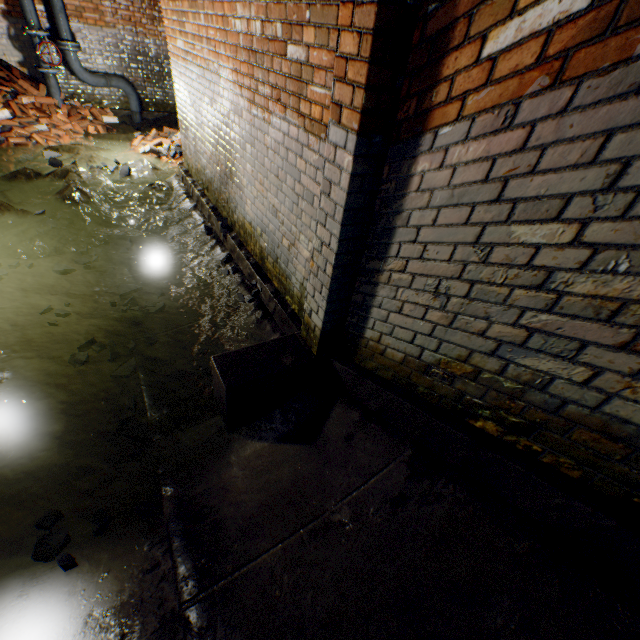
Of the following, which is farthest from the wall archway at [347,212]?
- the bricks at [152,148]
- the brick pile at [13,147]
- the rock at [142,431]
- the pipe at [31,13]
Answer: the pipe at [31,13]

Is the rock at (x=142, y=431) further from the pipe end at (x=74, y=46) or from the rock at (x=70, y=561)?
the pipe end at (x=74, y=46)

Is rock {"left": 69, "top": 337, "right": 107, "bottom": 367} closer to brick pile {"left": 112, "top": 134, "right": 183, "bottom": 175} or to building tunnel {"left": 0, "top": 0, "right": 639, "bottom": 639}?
building tunnel {"left": 0, "top": 0, "right": 639, "bottom": 639}

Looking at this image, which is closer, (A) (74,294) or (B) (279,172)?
(B) (279,172)

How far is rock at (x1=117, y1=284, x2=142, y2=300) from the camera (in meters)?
3.86

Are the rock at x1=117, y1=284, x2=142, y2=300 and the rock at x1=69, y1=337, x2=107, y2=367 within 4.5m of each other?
yes

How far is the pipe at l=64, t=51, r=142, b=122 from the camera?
7.1 meters

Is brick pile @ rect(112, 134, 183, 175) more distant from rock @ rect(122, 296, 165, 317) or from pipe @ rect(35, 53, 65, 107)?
rock @ rect(122, 296, 165, 317)
